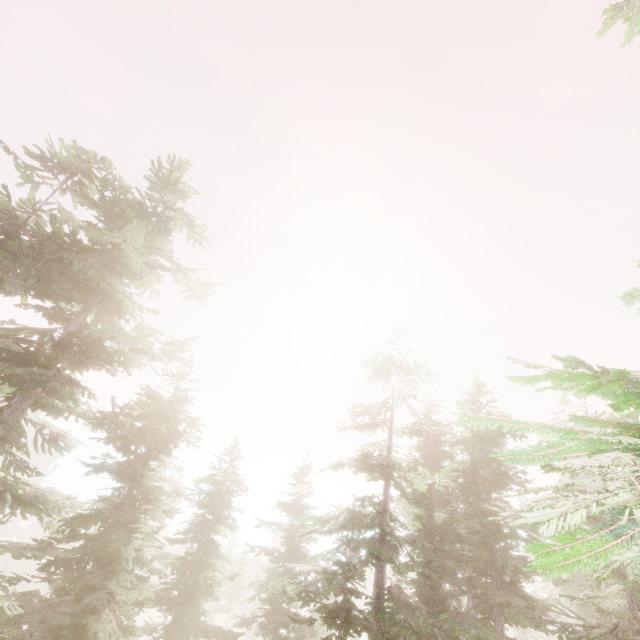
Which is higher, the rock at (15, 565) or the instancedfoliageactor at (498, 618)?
the instancedfoliageactor at (498, 618)

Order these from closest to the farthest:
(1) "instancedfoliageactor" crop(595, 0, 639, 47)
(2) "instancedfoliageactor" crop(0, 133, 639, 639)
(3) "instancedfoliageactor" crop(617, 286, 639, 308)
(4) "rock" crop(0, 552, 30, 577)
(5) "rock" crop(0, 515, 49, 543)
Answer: (2) "instancedfoliageactor" crop(0, 133, 639, 639) < (3) "instancedfoliageactor" crop(617, 286, 639, 308) < (1) "instancedfoliageactor" crop(595, 0, 639, 47) < (4) "rock" crop(0, 552, 30, 577) < (5) "rock" crop(0, 515, 49, 543)

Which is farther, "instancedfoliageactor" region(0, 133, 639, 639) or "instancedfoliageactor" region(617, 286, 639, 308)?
"instancedfoliageactor" region(617, 286, 639, 308)

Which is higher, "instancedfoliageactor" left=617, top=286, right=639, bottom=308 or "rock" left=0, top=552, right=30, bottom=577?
"instancedfoliageactor" left=617, top=286, right=639, bottom=308

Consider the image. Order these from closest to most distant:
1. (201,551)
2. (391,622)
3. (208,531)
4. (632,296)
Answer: (632,296) < (201,551) < (208,531) < (391,622)

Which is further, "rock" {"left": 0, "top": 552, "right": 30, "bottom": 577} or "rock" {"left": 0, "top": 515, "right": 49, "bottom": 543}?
"rock" {"left": 0, "top": 515, "right": 49, "bottom": 543}

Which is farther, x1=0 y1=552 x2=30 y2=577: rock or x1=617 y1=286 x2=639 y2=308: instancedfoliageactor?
x1=0 y1=552 x2=30 y2=577: rock

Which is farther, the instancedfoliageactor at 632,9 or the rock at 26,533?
the rock at 26,533
